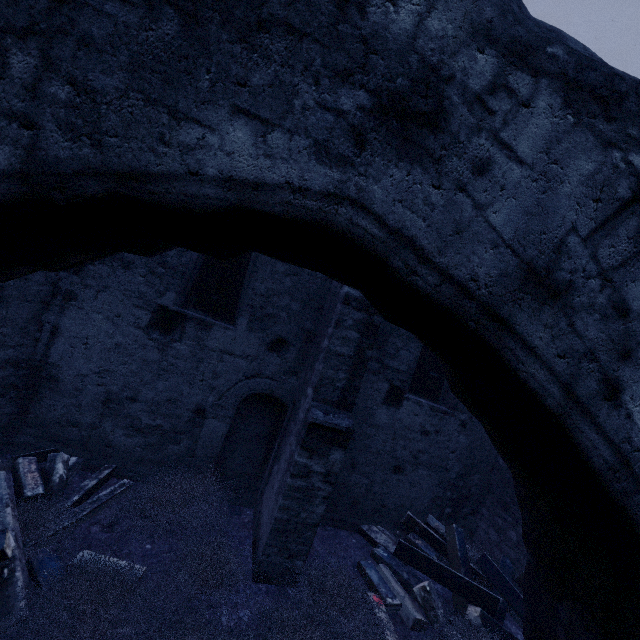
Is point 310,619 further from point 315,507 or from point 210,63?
point 210,63

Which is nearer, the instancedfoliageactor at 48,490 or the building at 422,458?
the instancedfoliageactor at 48,490

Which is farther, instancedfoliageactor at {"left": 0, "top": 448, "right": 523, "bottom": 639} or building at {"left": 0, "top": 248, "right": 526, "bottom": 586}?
building at {"left": 0, "top": 248, "right": 526, "bottom": 586}

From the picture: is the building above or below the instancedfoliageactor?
above

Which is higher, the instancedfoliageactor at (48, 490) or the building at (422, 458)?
Result: the building at (422, 458)
